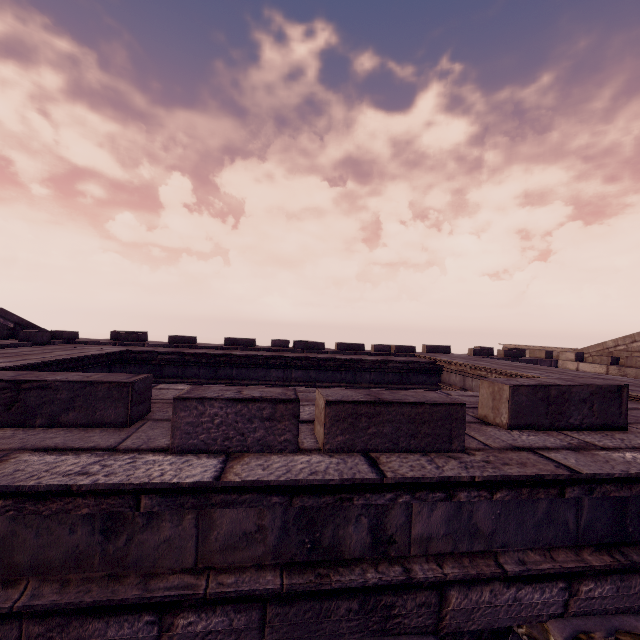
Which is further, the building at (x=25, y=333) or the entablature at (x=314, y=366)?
the building at (x=25, y=333)

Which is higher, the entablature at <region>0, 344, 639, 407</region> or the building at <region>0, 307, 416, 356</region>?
the building at <region>0, 307, 416, 356</region>

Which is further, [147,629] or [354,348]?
[354,348]

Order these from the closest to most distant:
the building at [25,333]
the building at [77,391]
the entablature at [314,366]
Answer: the building at [77,391] → the entablature at [314,366] → the building at [25,333]

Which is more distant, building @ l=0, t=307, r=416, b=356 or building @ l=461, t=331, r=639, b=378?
building @ l=461, t=331, r=639, b=378

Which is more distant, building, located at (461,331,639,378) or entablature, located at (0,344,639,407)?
building, located at (461,331,639,378)

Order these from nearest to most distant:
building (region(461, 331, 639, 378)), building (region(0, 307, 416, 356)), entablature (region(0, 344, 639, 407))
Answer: entablature (region(0, 344, 639, 407)) < building (region(0, 307, 416, 356)) < building (region(461, 331, 639, 378))
